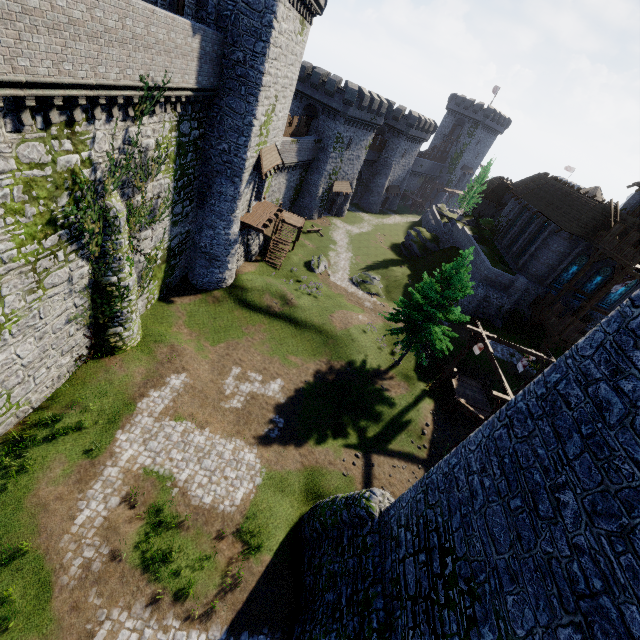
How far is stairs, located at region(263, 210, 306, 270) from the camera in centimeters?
3340cm

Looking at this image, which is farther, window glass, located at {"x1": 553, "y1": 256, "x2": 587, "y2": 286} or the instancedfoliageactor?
window glass, located at {"x1": 553, "y1": 256, "x2": 587, "y2": 286}

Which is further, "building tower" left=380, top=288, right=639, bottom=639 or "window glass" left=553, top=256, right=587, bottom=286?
"window glass" left=553, top=256, right=587, bottom=286

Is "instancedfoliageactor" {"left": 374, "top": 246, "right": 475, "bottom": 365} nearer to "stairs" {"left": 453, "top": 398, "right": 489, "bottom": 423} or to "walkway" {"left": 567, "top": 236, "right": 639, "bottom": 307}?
"stairs" {"left": 453, "top": 398, "right": 489, "bottom": 423}

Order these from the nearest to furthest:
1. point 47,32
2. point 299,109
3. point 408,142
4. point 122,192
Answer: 1. point 47,32
2. point 122,192
3. point 299,109
4. point 408,142

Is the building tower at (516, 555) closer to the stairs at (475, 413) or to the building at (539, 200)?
the stairs at (475, 413)

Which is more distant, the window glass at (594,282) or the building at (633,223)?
the window glass at (594,282)

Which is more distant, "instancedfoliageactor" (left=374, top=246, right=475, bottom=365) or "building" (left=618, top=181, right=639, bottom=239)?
"building" (left=618, top=181, right=639, bottom=239)
